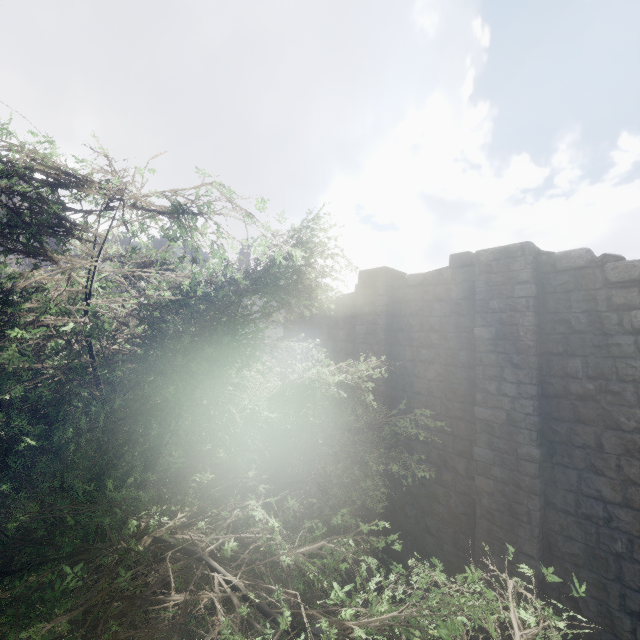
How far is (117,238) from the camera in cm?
368
